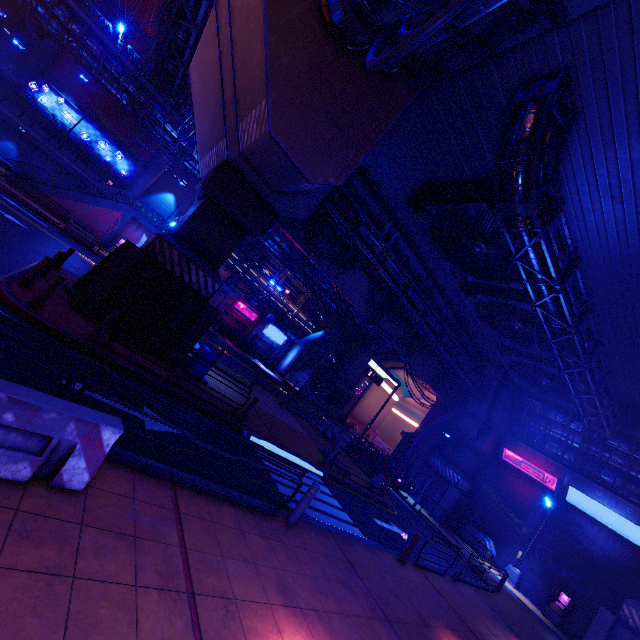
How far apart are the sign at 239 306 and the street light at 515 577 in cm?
3174

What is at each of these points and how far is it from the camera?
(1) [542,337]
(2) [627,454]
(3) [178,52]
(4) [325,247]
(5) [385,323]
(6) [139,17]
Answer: (1) vent, 17.2 meters
(2) walkway, 20.4 meters
(3) pipe, 21.3 meters
(4) walkway, 19.5 meters
(5) walkway, 23.5 meters
(6) building, 37.6 meters

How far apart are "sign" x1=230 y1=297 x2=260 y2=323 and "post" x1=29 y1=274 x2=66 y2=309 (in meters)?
29.07

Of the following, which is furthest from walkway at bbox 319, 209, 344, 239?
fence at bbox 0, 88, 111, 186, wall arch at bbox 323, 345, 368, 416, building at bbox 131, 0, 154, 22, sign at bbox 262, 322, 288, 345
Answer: building at bbox 131, 0, 154, 22

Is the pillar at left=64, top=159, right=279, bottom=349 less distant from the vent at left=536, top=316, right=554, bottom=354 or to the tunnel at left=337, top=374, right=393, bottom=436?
the vent at left=536, top=316, right=554, bottom=354

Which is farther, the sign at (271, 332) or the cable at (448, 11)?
the sign at (271, 332)

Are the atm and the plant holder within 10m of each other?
no

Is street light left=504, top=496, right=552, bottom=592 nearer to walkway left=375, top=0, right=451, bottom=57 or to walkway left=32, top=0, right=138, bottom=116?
walkway left=375, top=0, right=451, bottom=57
